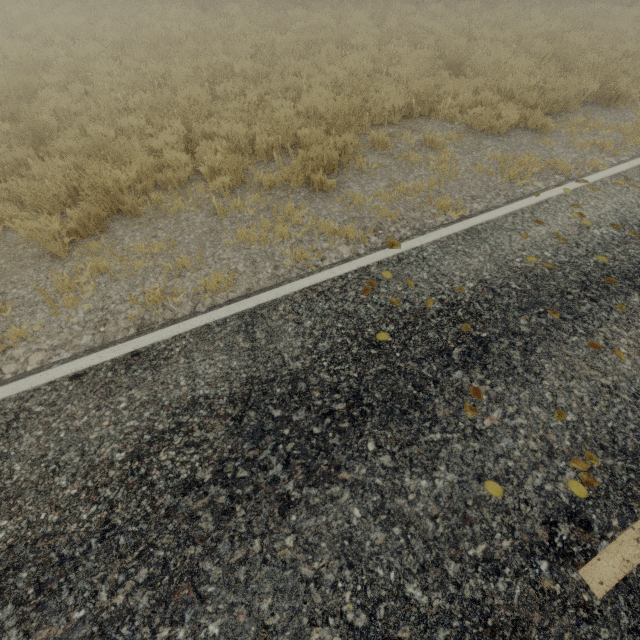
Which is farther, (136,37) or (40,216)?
(136,37)
